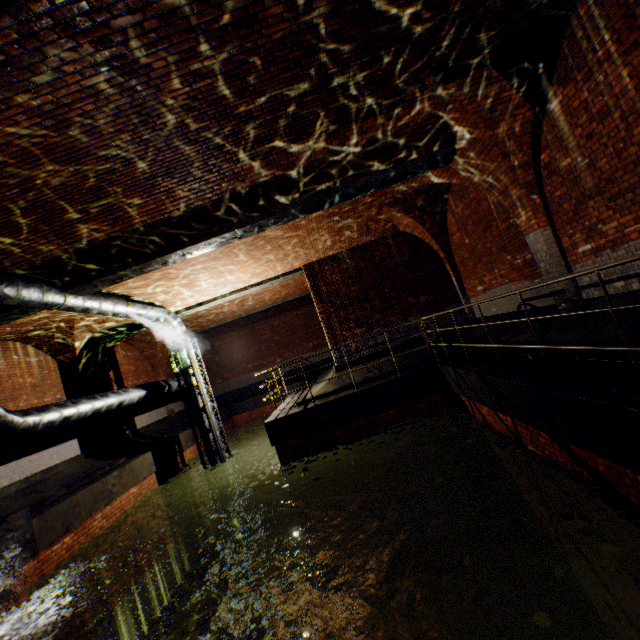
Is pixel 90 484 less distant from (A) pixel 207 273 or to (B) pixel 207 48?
(A) pixel 207 273

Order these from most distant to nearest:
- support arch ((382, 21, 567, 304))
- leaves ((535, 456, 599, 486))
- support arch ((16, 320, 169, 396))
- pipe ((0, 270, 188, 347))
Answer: support arch ((16, 320, 169, 396)) < pipe ((0, 270, 188, 347)) < support arch ((382, 21, 567, 304)) < leaves ((535, 456, 599, 486))

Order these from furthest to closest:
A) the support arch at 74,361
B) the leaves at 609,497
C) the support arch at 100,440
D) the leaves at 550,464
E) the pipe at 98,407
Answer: the support arch at 100,440 → the support arch at 74,361 → the pipe at 98,407 → the leaves at 550,464 → the leaves at 609,497

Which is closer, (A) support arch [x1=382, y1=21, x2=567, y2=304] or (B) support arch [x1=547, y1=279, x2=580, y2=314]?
(A) support arch [x1=382, y1=21, x2=567, y2=304]

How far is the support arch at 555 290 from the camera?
6.2m

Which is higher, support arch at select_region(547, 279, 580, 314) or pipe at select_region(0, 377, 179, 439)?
pipe at select_region(0, 377, 179, 439)

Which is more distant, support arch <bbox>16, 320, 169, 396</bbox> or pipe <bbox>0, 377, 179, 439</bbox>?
support arch <bbox>16, 320, 169, 396</bbox>

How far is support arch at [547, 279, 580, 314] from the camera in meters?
6.2
